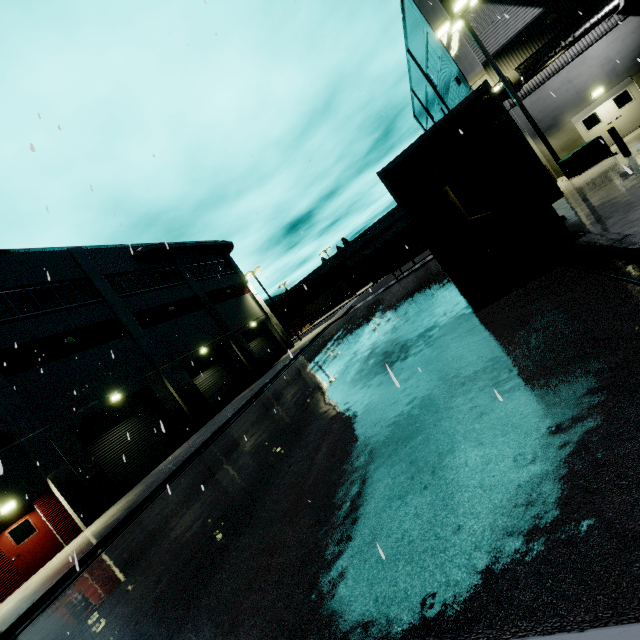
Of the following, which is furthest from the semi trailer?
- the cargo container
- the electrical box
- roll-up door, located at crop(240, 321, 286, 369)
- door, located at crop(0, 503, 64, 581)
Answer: door, located at crop(0, 503, 64, 581)

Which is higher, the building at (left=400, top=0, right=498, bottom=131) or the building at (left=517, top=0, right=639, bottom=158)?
the building at (left=400, top=0, right=498, bottom=131)

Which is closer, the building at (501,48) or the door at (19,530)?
the door at (19,530)

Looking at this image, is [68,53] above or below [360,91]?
above

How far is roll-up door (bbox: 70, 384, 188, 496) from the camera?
16.7m

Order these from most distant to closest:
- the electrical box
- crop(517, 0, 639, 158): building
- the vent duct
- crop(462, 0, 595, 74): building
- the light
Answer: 1. the vent duct
2. crop(462, 0, 595, 74): building
3. crop(517, 0, 639, 158): building
4. the light
5. the electrical box

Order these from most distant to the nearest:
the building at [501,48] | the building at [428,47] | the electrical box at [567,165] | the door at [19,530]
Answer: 1. the building at [428,47]
2. the building at [501,48]
3. the electrical box at [567,165]
4. the door at [19,530]

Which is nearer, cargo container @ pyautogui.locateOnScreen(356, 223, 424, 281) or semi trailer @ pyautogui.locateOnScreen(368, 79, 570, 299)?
semi trailer @ pyautogui.locateOnScreen(368, 79, 570, 299)
